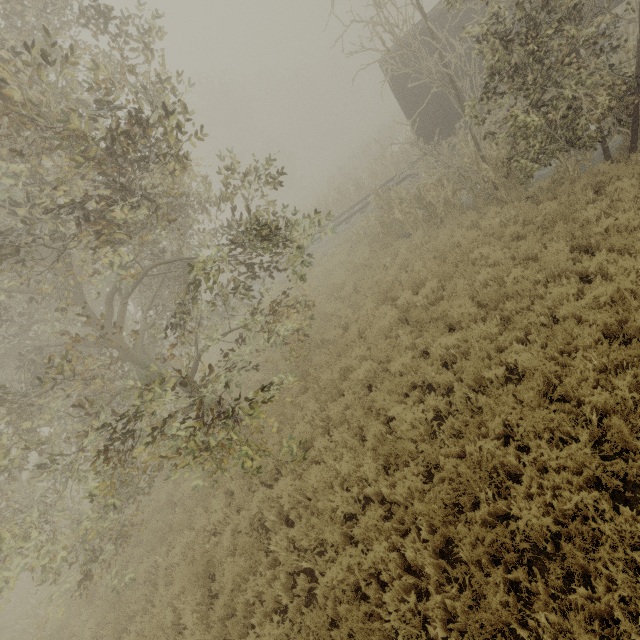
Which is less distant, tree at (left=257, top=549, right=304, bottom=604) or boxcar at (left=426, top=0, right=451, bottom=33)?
tree at (left=257, top=549, right=304, bottom=604)

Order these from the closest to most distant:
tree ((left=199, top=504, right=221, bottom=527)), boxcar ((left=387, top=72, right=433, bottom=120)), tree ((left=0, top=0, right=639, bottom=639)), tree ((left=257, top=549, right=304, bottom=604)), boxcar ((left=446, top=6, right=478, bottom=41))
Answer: tree ((left=0, top=0, right=639, bottom=639)), tree ((left=257, top=549, right=304, bottom=604)), tree ((left=199, top=504, right=221, bottom=527)), boxcar ((left=446, top=6, right=478, bottom=41)), boxcar ((left=387, top=72, right=433, bottom=120))

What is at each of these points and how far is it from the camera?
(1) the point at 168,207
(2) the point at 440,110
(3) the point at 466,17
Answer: (1) tree, 8.3 meters
(2) boxcar, 13.6 meters
(3) boxcar, 11.8 meters

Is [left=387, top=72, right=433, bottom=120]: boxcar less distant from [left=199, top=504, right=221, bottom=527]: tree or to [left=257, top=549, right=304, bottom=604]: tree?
[left=199, top=504, right=221, bottom=527]: tree

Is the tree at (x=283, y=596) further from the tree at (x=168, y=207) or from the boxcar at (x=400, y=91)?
the boxcar at (x=400, y=91)

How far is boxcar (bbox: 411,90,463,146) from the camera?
13.4m
